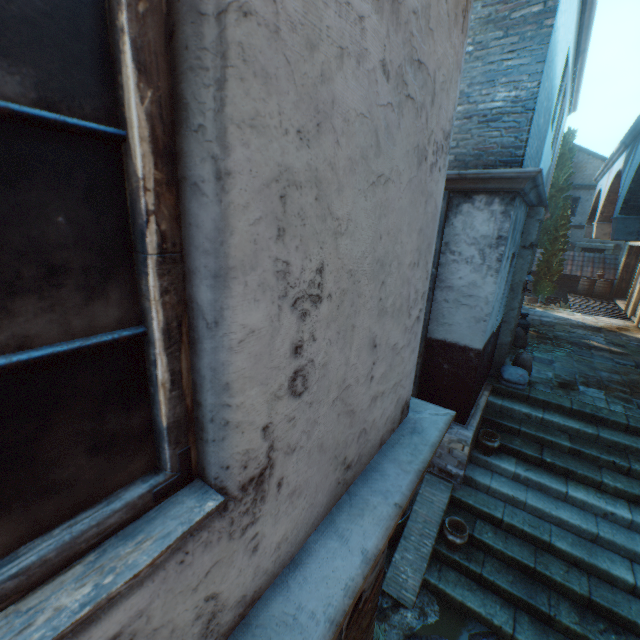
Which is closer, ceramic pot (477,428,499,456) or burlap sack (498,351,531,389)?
ceramic pot (477,428,499,456)

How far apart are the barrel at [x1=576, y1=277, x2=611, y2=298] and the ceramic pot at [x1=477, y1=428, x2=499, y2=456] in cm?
1725

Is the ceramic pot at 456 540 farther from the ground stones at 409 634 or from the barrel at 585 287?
the barrel at 585 287

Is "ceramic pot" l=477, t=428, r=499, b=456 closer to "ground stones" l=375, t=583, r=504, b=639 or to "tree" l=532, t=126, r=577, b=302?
"ground stones" l=375, t=583, r=504, b=639

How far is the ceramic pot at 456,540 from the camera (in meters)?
4.88

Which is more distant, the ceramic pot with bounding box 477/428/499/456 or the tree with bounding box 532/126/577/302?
the tree with bounding box 532/126/577/302

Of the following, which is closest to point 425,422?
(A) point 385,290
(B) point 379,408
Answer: (B) point 379,408

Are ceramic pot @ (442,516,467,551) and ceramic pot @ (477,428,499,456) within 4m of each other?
yes
